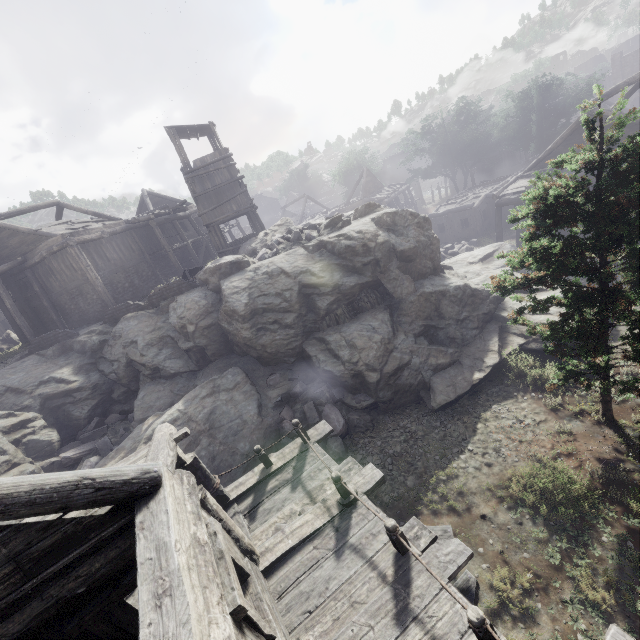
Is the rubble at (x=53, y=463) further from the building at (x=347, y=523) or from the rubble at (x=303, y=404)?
the building at (x=347, y=523)

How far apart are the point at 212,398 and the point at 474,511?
9.5 meters

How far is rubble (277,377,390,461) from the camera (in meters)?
11.44

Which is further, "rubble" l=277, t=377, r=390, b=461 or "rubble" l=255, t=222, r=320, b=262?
"rubble" l=255, t=222, r=320, b=262

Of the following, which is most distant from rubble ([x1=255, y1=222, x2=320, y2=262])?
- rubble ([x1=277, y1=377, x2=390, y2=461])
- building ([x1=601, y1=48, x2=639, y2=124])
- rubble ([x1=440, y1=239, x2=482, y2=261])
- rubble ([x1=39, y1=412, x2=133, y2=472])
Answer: rubble ([x1=39, y1=412, x2=133, y2=472])

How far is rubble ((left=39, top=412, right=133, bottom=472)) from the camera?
14.20m

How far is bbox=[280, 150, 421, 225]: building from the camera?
37.69m

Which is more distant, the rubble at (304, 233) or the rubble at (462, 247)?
the rubble at (462, 247)
